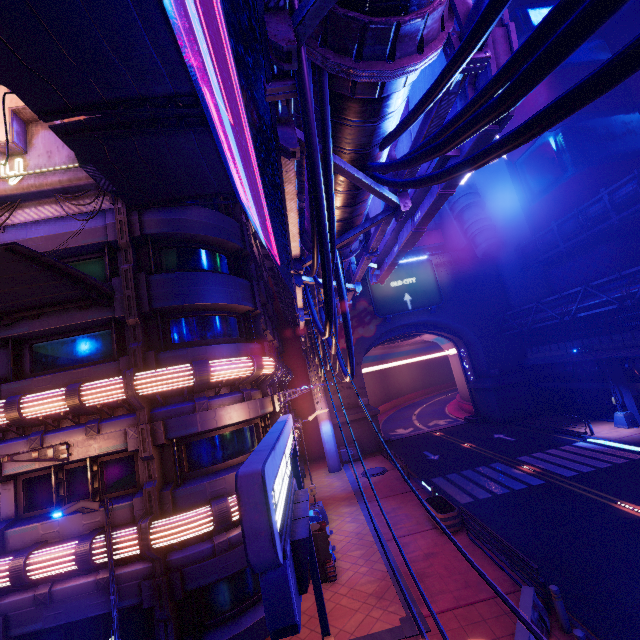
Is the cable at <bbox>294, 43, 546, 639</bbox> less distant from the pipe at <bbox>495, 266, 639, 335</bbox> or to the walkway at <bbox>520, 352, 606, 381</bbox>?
the pipe at <bbox>495, 266, 639, 335</bbox>

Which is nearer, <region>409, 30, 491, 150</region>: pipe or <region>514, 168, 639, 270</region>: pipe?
<region>409, 30, 491, 150</region>: pipe

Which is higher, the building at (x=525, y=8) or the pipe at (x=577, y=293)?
the building at (x=525, y=8)

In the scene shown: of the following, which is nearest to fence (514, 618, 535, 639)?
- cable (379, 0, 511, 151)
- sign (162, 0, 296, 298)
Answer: cable (379, 0, 511, 151)

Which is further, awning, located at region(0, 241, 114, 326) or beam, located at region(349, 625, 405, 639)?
beam, located at region(349, 625, 405, 639)

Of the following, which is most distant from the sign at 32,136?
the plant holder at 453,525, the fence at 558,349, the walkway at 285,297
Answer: the fence at 558,349

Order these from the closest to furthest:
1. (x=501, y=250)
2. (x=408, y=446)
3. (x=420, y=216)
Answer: (x=420, y=216) < (x=408, y=446) < (x=501, y=250)

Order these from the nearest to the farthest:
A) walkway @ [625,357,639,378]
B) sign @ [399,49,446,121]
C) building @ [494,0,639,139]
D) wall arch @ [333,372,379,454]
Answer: sign @ [399,49,446,121]
walkway @ [625,357,639,378]
building @ [494,0,639,139]
wall arch @ [333,372,379,454]
